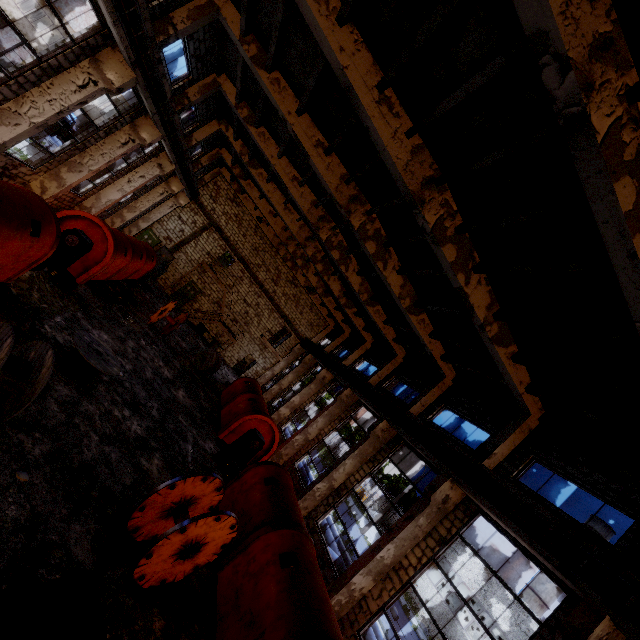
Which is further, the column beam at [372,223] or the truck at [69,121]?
the truck at [69,121]

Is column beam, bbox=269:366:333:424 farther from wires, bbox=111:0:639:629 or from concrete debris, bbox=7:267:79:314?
concrete debris, bbox=7:267:79:314

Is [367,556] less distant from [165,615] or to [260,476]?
[260,476]

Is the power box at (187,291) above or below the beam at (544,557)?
below

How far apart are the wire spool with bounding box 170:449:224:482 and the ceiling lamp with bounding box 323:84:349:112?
10.8 meters

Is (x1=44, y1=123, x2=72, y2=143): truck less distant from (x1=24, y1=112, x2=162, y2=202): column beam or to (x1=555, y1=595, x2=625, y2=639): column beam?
(x1=24, y1=112, x2=162, y2=202): column beam

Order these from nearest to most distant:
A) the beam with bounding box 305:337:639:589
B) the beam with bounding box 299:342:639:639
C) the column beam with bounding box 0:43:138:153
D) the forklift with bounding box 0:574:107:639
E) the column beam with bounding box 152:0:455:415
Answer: the forklift with bounding box 0:574:107:639 → the beam with bounding box 299:342:639:639 → the beam with bounding box 305:337:639:589 → the column beam with bounding box 0:43:138:153 → the column beam with bounding box 152:0:455:415

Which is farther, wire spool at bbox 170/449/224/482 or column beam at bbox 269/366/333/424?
column beam at bbox 269/366/333/424
